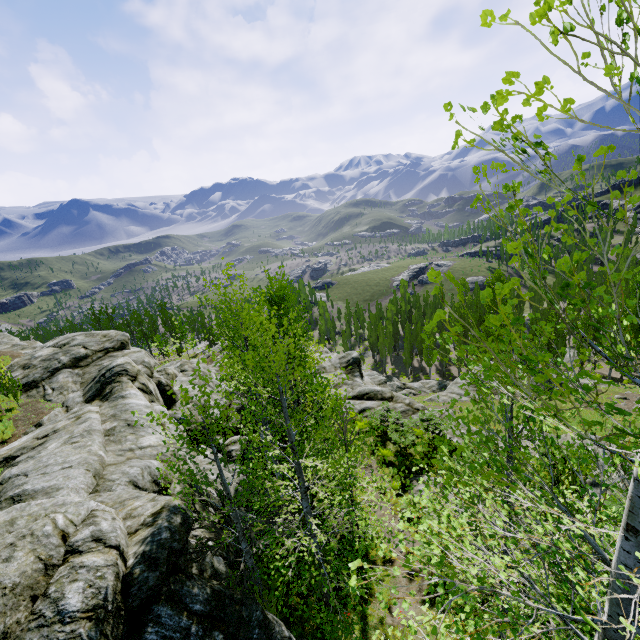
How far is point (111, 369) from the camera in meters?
14.7

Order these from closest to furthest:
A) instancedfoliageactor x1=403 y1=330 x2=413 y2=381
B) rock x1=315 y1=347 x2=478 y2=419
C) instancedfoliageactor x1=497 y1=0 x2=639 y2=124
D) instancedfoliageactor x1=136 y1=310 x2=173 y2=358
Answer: instancedfoliageactor x1=497 y1=0 x2=639 y2=124 → rock x1=315 y1=347 x2=478 y2=419 → instancedfoliageactor x1=136 y1=310 x2=173 y2=358 → instancedfoliageactor x1=403 y1=330 x2=413 y2=381

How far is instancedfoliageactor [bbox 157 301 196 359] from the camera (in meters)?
37.03

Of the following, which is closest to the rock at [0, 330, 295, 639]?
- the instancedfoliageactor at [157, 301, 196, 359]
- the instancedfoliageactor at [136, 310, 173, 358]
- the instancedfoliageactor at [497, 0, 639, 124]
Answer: the instancedfoliageactor at [157, 301, 196, 359]

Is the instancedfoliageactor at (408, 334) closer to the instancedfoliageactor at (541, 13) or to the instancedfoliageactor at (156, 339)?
the instancedfoliageactor at (156, 339)

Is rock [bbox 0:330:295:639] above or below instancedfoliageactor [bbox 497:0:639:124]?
below

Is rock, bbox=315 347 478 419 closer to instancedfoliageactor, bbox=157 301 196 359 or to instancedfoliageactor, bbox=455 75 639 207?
instancedfoliageactor, bbox=157 301 196 359

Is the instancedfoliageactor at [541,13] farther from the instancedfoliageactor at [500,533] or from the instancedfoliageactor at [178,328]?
the instancedfoliageactor at [178,328]
